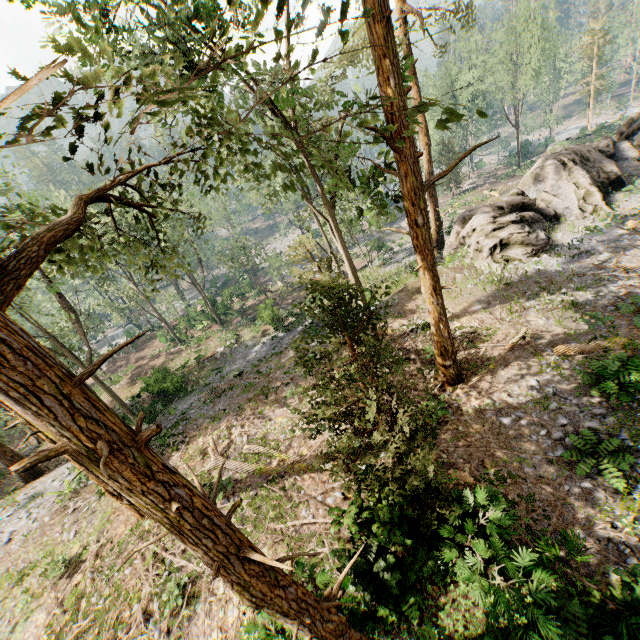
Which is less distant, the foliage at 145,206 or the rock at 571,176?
the foliage at 145,206

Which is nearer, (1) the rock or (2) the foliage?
(2) the foliage

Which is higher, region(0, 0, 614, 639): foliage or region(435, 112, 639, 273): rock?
region(0, 0, 614, 639): foliage

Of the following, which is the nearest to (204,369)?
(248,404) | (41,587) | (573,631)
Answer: (248,404)

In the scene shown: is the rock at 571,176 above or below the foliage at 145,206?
below
